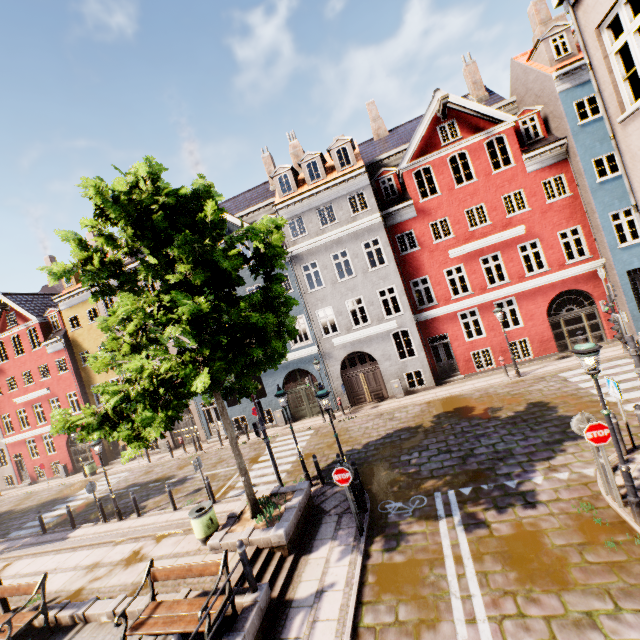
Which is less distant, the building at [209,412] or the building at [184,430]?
the building at [209,412]

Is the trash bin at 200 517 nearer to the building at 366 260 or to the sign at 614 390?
the building at 366 260

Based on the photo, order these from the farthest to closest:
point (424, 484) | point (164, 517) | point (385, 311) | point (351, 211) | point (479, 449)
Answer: point (385, 311) < point (351, 211) < point (164, 517) < point (479, 449) < point (424, 484)

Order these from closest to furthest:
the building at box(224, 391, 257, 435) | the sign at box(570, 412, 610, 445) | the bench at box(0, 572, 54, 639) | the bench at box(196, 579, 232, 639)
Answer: the bench at box(196, 579, 232, 639) → the sign at box(570, 412, 610, 445) → the bench at box(0, 572, 54, 639) → the building at box(224, 391, 257, 435)

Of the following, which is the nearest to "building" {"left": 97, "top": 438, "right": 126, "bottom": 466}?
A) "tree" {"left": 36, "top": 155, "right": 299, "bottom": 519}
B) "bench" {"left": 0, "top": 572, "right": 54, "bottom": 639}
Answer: "tree" {"left": 36, "top": 155, "right": 299, "bottom": 519}

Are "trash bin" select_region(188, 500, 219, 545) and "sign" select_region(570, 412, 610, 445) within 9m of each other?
no

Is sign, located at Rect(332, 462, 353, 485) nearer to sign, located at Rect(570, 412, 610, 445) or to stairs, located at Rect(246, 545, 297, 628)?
stairs, located at Rect(246, 545, 297, 628)

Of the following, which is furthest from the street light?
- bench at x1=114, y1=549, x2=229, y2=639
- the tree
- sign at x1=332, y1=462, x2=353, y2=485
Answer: bench at x1=114, y1=549, x2=229, y2=639
